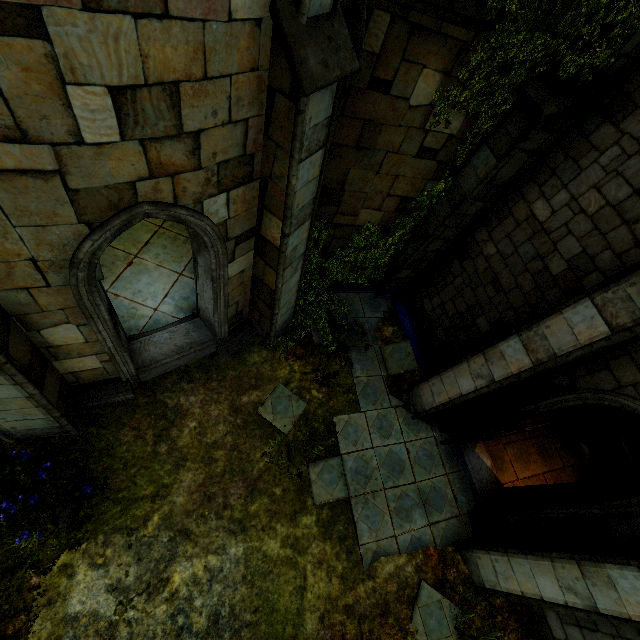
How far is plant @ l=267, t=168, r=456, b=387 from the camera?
7.2 meters

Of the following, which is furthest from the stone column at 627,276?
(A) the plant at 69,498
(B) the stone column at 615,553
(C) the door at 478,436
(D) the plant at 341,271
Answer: (A) the plant at 69,498

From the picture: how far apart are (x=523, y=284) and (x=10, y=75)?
7.15m

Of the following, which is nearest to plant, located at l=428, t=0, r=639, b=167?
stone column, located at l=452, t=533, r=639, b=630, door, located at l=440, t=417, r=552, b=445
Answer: door, located at l=440, t=417, r=552, b=445

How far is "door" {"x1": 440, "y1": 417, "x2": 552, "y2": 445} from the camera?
5.40m

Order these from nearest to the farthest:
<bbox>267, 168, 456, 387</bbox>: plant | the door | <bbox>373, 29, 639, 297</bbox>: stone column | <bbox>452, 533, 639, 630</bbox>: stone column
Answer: <bbox>452, 533, 639, 630</bbox>: stone column < <bbox>373, 29, 639, 297</bbox>: stone column < the door < <bbox>267, 168, 456, 387</bbox>: plant

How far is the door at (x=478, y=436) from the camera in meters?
5.4 m

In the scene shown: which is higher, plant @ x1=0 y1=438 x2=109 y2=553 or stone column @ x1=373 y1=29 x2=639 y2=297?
stone column @ x1=373 y1=29 x2=639 y2=297
